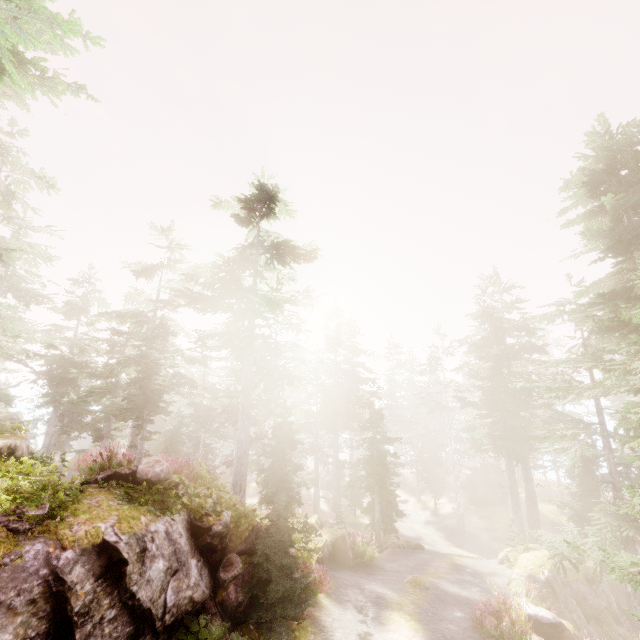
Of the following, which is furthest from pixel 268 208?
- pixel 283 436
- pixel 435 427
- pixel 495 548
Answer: pixel 435 427

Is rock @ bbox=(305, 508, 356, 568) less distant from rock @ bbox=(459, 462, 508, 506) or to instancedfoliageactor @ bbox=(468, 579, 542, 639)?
instancedfoliageactor @ bbox=(468, 579, 542, 639)

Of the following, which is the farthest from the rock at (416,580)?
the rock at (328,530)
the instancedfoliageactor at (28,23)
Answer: the rock at (328,530)

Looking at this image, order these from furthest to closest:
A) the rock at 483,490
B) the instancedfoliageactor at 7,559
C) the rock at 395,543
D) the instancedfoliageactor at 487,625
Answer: the rock at 483,490
the rock at 395,543
the instancedfoliageactor at 487,625
the instancedfoliageactor at 7,559

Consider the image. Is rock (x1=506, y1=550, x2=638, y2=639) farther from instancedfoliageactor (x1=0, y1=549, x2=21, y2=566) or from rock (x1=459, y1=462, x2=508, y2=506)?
rock (x1=459, y1=462, x2=508, y2=506)

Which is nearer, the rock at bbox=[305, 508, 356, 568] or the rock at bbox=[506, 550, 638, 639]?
the rock at bbox=[506, 550, 638, 639]

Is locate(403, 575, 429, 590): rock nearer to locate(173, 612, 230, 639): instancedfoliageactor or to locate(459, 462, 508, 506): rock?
locate(173, 612, 230, 639): instancedfoliageactor

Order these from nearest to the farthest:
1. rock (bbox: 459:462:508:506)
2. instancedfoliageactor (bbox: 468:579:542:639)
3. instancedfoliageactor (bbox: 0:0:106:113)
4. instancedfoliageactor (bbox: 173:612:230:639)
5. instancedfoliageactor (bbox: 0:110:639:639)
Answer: instancedfoliageactor (bbox: 0:0:106:113) < instancedfoliageactor (bbox: 173:612:230:639) < instancedfoliageactor (bbox: 0:110:639:639) < instancedfoliageactor (bbox: 468:579:542:639) < rock (bbox: 459:462:508:506)
